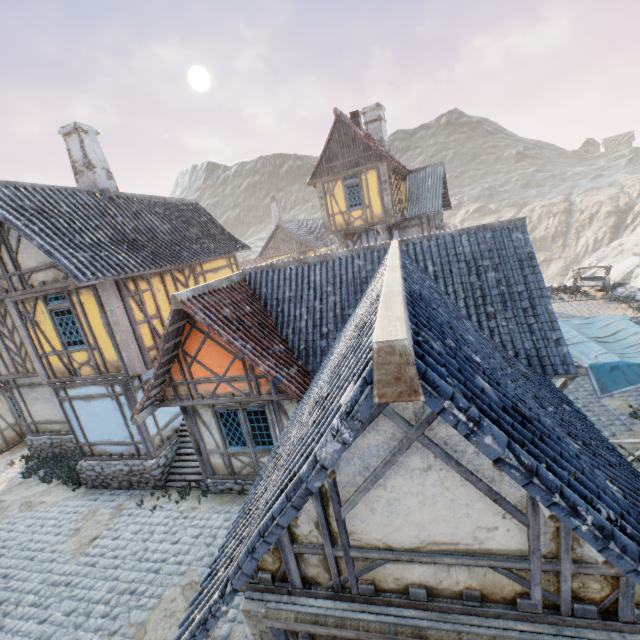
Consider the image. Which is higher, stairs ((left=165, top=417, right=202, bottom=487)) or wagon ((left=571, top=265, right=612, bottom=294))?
wagon ((left=571, top=265, right=612, bottom=294))

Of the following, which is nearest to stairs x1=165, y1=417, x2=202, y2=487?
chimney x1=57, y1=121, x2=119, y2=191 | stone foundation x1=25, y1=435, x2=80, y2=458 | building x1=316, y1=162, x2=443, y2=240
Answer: stone foundation x1=25, y1=435, x2=80, y2=458

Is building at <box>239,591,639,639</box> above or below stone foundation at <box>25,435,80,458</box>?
above

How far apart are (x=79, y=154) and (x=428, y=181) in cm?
1869

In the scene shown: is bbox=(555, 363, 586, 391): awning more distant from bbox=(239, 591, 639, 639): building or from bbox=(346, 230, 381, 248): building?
bbox=(346, 230, 381, 248): building

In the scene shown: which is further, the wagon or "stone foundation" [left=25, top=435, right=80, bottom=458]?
the wagon

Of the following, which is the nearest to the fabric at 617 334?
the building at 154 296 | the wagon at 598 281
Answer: the building at 154 296

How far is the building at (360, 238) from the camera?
20.0m
